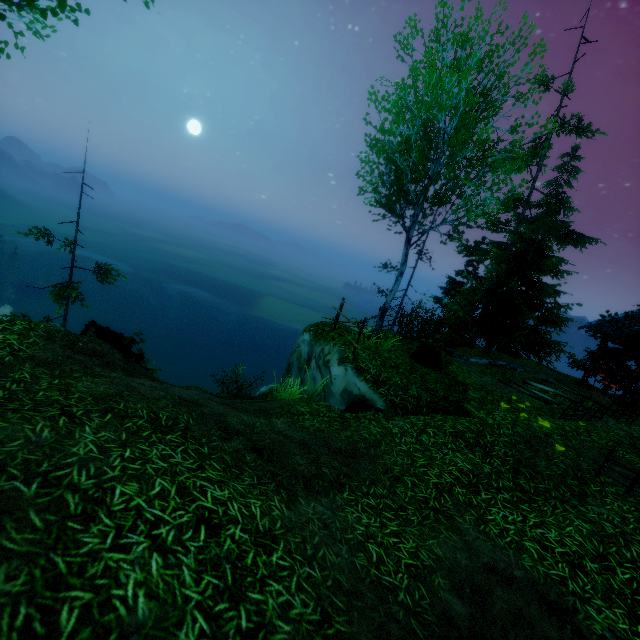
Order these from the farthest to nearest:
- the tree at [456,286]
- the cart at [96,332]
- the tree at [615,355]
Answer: the cart at [96,332]
the tree at [456,286]
the tree at [615,355]

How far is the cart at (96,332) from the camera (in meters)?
9.46

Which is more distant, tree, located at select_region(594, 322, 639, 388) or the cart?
the cart

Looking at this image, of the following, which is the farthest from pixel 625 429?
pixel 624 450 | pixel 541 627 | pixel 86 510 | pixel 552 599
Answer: pixel 86 510

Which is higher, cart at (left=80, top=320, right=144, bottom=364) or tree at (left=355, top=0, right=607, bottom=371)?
tree at (left=355, top=0, right=607, bottom=371)

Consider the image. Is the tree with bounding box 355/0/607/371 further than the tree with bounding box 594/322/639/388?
Yes

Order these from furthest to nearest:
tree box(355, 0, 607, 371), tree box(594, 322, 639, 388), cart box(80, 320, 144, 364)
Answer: cart box(80, 320, 144, 364) → tree box(355, 0, 607, 371) → tree box(594, 322, 639, 388)

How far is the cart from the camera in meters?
9.5 m
